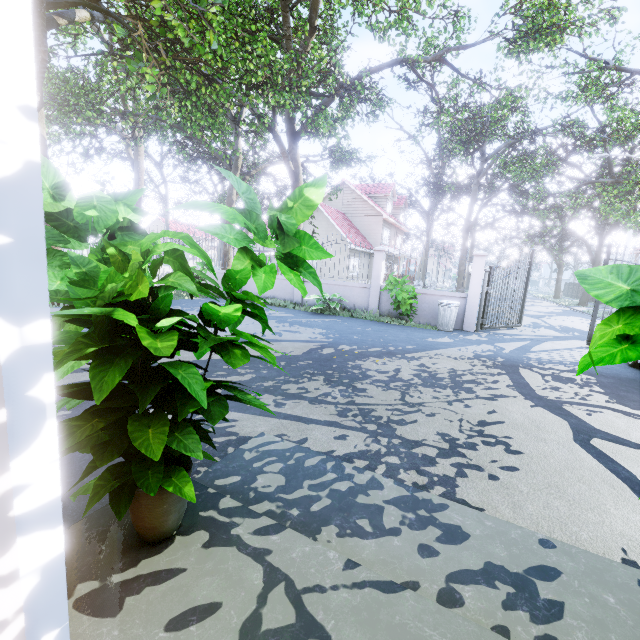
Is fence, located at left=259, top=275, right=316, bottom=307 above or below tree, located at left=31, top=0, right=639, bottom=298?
below

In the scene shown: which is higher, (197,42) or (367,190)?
(367,190)

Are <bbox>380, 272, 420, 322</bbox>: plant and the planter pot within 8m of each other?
no

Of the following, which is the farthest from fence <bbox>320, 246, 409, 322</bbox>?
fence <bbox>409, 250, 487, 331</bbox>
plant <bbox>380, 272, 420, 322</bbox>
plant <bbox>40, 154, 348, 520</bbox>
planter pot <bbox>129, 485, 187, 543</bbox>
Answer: fence <bbox>409, 250, 487, 331</bbox>

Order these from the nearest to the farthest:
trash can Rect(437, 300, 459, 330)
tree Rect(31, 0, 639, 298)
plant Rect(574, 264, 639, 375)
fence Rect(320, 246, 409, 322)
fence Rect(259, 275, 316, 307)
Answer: plant Rect(574, 264, 639, 375), tree Rect(31, 0, 639, 298), trash can Rect(437, 300, 459, 330), fence Rect(320, 246, 409, 322), fence Rect(259, 275, 316, 307)

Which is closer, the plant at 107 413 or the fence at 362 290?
the plant at 107 413

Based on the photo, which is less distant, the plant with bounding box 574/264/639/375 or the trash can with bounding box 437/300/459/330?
the plant with bounding box 574/264/639/375

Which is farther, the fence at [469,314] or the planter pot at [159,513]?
the fence at [469,314]
